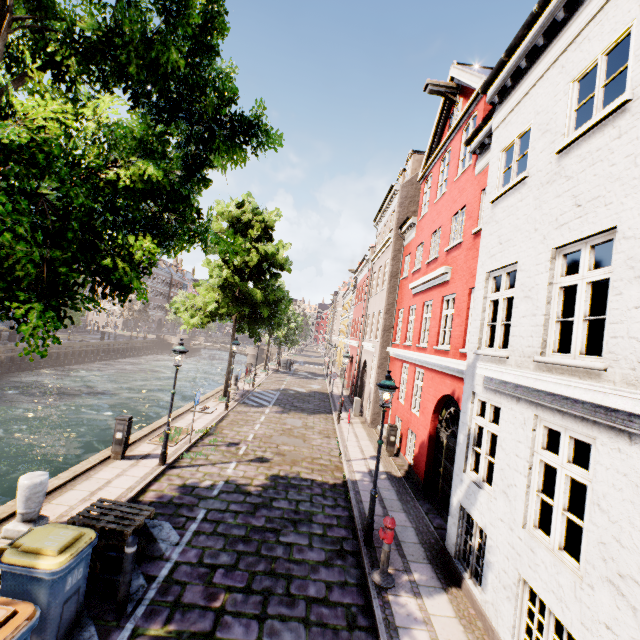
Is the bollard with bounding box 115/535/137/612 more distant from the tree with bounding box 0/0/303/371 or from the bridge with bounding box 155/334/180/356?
the bridge with bounding box 155/334/180/356

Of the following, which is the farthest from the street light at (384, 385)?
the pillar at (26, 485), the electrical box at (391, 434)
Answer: the pillar at (26, 485)

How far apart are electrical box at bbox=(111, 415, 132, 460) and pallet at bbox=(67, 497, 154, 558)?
3.4m

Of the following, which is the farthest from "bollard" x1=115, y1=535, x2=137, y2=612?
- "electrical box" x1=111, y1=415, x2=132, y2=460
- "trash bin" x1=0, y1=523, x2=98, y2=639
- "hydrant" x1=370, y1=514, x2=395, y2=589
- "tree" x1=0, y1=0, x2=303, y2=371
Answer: "electrical box" x1=111, y1=415, x2=132, y2=460

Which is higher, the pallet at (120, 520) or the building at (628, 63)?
the building at (628, 63)

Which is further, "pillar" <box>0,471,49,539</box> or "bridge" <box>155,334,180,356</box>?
"bridge" <box>155,334,180,356</box>

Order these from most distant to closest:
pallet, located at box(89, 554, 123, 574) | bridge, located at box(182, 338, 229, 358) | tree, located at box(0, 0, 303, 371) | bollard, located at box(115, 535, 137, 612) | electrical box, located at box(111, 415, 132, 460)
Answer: bridge, located at box(182, 338, 229, 358) < electrical box, located at box(111, 415, 132, 460) < pallet, located at box(89, 554, 123, 574) < bollard, located at box(115, 535, 137, 612) < tree, located at box(0, 0, 303, 371)

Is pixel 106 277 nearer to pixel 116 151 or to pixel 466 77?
pixel 116 151
